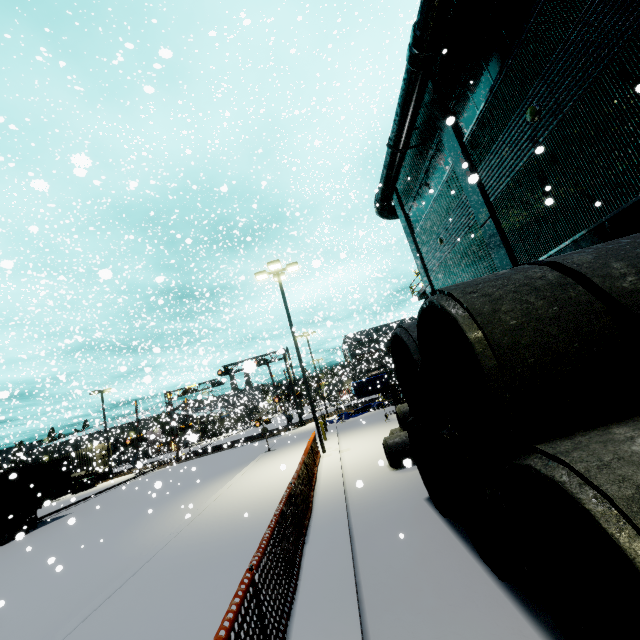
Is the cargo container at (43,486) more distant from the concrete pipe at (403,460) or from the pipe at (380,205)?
the concrete pipe at (403,460)

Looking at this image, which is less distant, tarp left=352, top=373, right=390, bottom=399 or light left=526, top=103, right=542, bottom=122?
light left=526, top=103, right=542, bottom=122

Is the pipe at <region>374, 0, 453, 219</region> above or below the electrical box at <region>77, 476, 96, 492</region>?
above

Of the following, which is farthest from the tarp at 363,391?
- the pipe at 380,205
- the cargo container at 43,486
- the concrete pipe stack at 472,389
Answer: the concrete pipe stack at 472,389

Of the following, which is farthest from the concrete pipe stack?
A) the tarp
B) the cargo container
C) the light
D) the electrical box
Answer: the electrical box

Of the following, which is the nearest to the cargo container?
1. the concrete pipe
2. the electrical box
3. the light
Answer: the electrical box

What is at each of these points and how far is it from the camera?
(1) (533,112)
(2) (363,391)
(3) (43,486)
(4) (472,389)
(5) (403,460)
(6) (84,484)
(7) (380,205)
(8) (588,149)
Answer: (1) light, 9.09m
(2) tarp, 35.31m
(3) cargo container, 19.73m
(4) concrete pipe stack, 4.65m
(5) concrete pipe, 5.68m
(6) electrical box, 31.12m
(7) pipe, 20.92m
(8) building, 8.12m

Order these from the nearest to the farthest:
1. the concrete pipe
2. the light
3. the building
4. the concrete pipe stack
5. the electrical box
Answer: the concrete pipe stack → the building → the light → the concrete pipe → the electrical box
